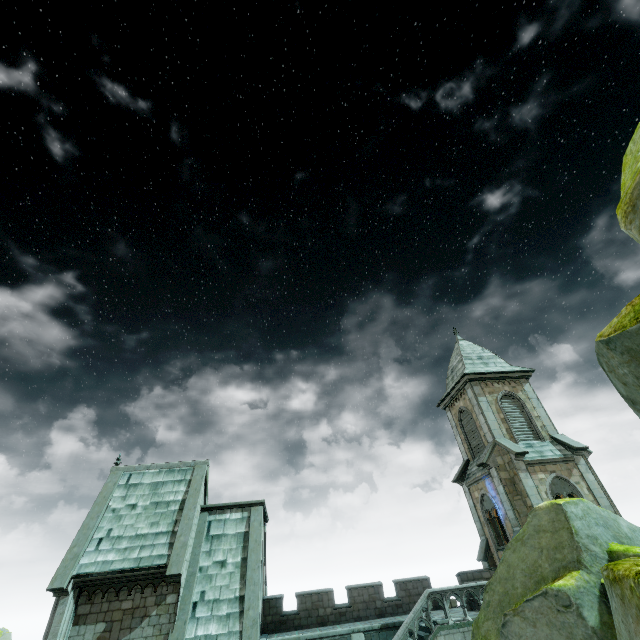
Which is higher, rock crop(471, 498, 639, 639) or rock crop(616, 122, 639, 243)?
rock crop(616, 122, 639, 243)

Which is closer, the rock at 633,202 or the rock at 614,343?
the rock at 633,202

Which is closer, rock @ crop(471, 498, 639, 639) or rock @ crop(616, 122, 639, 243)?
rock @ crop(616, 122, 639, 243)

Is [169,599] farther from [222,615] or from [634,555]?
[634,555]

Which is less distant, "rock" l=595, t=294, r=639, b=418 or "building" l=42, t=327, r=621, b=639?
"rock" l=595, t=294, r=639, b=418

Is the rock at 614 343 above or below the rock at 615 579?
above
